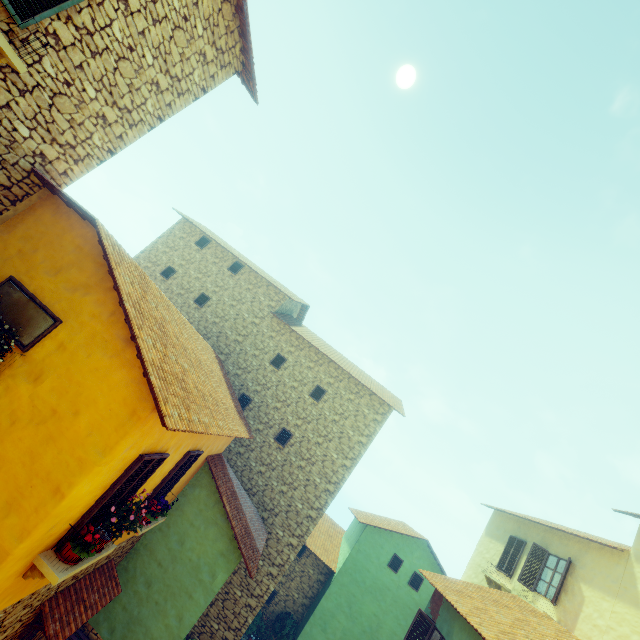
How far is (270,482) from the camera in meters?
13.9 m

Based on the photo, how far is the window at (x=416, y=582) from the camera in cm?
1605

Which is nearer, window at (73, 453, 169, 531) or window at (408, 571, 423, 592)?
window at (73, 453, 169, 531)

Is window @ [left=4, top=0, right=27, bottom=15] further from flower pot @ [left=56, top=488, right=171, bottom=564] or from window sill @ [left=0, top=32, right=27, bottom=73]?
flower pot @ [left=56, top=488, right=171, bottom=564]

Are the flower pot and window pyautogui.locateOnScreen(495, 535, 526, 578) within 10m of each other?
no

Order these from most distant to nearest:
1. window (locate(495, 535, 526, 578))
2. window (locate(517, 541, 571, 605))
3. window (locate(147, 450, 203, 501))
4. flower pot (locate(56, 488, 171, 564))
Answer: window (locate(495, 535, 526, 578))
window (locate(517, 541, 571, 605))
window (locate(147, 450, 203, 501))
flower pot (locate(56, 488, 171, 564))

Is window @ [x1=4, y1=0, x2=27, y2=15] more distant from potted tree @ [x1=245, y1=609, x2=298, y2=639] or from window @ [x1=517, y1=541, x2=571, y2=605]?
potted tree @ [x1=245, y1=609, x2=298, y2=639]

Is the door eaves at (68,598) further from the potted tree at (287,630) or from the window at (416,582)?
the potted tree at (287,630)
